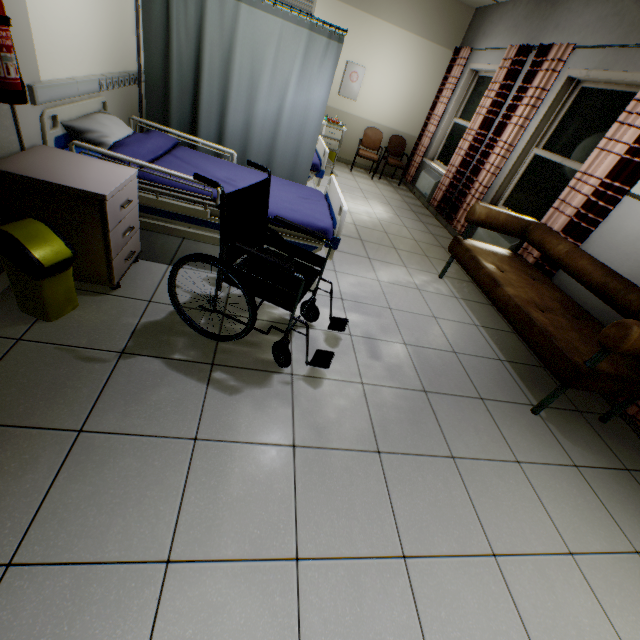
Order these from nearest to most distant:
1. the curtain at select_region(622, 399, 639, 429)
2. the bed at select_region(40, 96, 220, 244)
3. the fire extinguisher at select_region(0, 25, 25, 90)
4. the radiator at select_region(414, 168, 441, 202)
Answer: the fire extinguisher at select_region(0, 25, 25, 90) → the bed at select_region(40, 96, 220, 244) → the curtain at select_region(622, 399, 639, 429) → the radiator at select_region(414, 168, 441, 202)

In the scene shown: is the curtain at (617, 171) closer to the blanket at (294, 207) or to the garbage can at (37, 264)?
the blanket at (294, 207)

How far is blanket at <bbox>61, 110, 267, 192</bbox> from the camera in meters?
2.2 m

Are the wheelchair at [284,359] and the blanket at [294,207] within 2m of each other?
yes

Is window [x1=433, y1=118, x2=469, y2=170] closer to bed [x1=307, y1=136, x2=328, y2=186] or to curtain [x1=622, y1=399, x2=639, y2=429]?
bed [x1=307, y1=136, x2=328, y2=186]

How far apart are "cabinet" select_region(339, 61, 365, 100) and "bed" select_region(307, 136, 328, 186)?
3.6m

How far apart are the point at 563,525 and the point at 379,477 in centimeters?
112cm

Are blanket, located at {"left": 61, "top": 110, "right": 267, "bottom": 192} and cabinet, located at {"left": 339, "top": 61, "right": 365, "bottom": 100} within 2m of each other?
no
